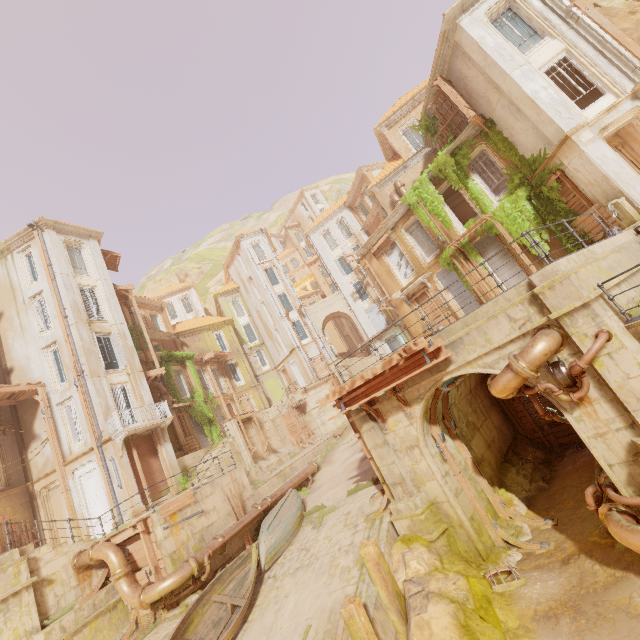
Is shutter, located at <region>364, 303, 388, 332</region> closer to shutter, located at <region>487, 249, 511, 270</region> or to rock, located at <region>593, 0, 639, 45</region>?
shutter, located at <region>487, 249, 511, 270</region>

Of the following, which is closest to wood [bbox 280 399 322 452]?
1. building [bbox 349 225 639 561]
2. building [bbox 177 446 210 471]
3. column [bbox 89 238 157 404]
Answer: building [bbox 177 446 210 471]

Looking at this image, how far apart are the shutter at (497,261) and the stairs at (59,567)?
22.6m

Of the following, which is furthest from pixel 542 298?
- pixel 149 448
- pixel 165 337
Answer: pixel 165 337

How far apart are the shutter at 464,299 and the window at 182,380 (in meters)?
22.23

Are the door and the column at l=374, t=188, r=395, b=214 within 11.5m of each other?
no

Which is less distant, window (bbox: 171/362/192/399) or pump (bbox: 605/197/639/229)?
pump (bbox: 605/197/639/229)

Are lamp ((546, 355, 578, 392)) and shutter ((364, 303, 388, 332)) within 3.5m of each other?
no
